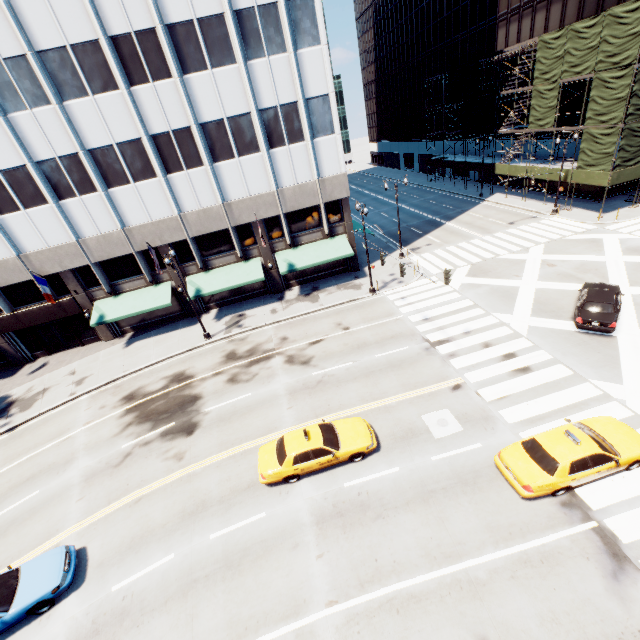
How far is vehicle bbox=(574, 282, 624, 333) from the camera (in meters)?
17.14

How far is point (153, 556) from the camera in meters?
12.5

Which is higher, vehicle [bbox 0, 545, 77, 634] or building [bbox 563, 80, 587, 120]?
building [bbox 563, 80, 587, 120]

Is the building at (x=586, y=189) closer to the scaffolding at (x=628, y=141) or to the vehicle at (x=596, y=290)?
the scaffolding at (x=628, y=141)

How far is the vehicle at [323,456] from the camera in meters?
13.5

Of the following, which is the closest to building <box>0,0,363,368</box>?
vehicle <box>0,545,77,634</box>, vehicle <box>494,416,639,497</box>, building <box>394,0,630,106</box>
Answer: vehicle <box>0,545,77,634</box>

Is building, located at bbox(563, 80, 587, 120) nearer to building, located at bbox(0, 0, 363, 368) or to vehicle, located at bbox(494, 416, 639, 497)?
building, located at bbox(0, 0, 363, 368)

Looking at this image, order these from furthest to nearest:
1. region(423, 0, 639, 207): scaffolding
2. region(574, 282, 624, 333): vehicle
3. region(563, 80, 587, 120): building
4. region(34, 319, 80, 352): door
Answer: region(563, 80, 587, 120): building → region(34, 319, 80, 352): door → region(423, 0, 639, 207): scaffolding → region(574, 282, 624, 333): vehicle
